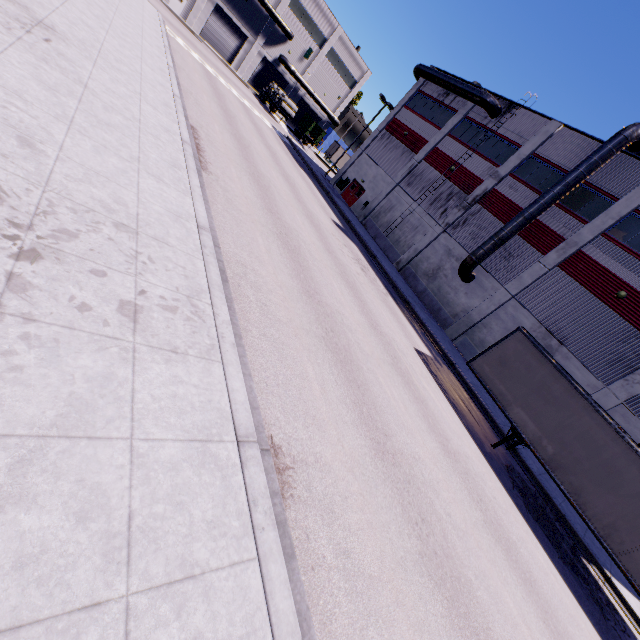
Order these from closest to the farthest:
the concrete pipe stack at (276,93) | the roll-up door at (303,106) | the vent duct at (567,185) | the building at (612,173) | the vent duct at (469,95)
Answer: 1. the building at (612,173)
2. the vent duct at (567,185)
3. the vent duct at (469,95)
4. the concrete pipe stack at (276,93)
5. the roll-up door at (303,106)

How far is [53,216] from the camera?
4.35m

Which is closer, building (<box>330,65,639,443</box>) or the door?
building (<box>330,65,639,443</box>)

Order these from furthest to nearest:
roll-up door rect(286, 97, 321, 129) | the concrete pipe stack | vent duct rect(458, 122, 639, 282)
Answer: roll-up door rect(286, 97, 321, 129), the concrete pipe stack, vent duct rect(458, 122, 639, 282)

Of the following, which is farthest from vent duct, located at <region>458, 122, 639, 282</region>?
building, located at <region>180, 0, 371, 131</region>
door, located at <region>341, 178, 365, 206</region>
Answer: door, located at <region>341, 178, 365, 206</region>

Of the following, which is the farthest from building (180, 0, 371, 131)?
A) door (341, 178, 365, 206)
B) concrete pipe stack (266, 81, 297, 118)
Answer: concrete pipe stack (266, 81, 297, 118)

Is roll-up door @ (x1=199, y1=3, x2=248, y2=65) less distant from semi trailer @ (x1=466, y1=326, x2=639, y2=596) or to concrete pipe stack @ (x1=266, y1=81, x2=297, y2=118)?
semi trailer @ (x1=466, y1=326, x2=639, y2=596)

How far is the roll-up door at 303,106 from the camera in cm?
5406
